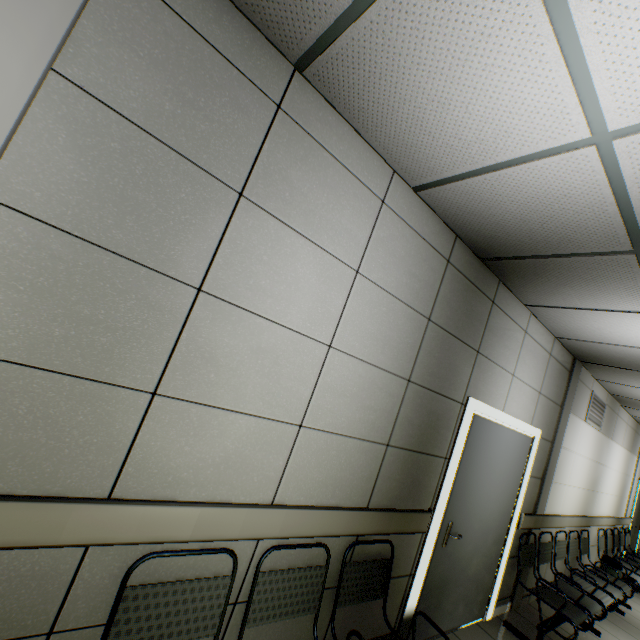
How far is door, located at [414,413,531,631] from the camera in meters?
2.9 m

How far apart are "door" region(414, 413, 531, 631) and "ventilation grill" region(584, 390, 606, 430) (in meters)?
1.98

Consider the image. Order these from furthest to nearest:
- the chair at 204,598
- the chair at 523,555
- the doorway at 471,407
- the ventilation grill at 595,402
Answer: the ventilation grill at 595,402 → the chair at 523,555 → the doorway at 471,407 → the chair at 204,598

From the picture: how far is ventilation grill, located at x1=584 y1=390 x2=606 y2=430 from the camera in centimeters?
499cm

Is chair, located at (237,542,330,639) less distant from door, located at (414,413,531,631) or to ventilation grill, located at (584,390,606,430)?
door, located at (414,413,531,631)

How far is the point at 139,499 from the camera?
1.35m

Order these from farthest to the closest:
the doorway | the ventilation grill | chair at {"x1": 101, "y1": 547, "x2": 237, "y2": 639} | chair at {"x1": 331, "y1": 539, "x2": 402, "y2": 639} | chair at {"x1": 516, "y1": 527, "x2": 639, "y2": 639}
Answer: the ventilation grill → chair at {"x1": 516, "y1": 527, "x2": 639, "y2": 639} → the doorway → chair at {"x1": 331, "y1": 539, "x2": 402, "y2": 639} → chair at {"x1": 101, "y1": 547, "x2": 237, "y2": 639}

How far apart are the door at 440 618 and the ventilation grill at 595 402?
1.98m
